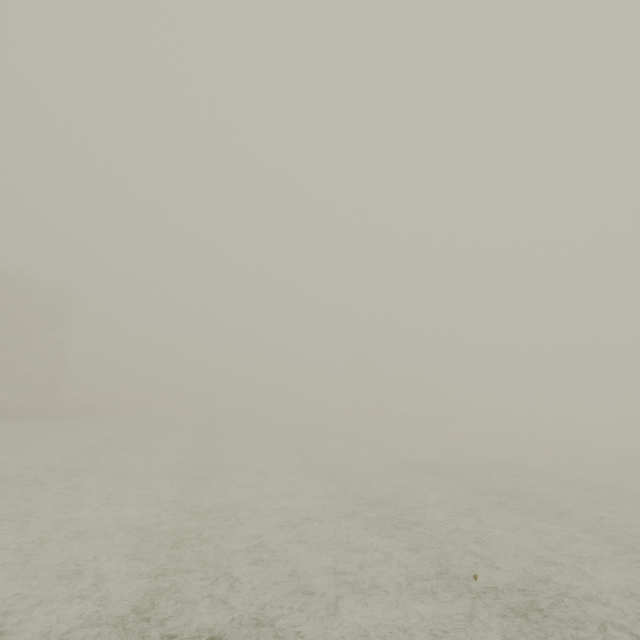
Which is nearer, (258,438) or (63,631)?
(63,631)
